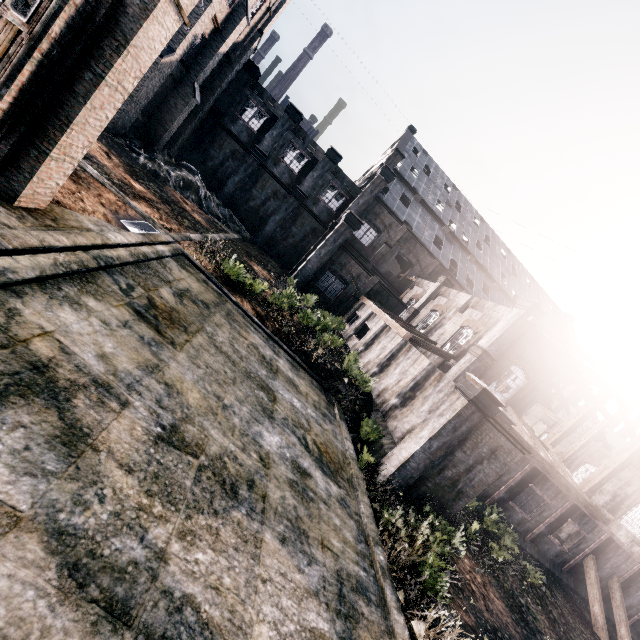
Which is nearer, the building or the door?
the door

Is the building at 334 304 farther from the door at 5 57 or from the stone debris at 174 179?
the door at 5 57

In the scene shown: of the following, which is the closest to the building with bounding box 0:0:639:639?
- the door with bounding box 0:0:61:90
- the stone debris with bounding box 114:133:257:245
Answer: the stone debris with bounding box 114:133:257:245

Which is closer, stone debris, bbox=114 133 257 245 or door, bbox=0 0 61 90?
door, bbox=0 0 61 90

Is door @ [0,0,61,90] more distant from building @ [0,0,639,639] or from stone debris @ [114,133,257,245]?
stone debris @ [114,133,257,245]

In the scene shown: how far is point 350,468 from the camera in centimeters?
1246cm

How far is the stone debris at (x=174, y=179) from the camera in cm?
2744

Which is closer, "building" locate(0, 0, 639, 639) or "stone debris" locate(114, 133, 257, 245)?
"building" locate(0, 0, 639, 639)
